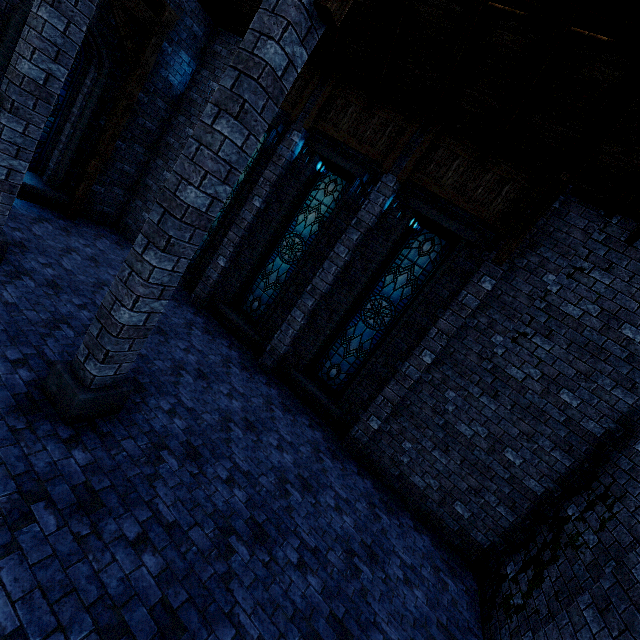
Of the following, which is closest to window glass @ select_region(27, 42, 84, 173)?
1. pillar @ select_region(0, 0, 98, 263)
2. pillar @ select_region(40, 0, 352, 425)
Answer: pillar @ select_region(0, 0, 98, 263)

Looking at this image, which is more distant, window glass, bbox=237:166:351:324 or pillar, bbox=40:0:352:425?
window glass, bbox=237:166:351:324

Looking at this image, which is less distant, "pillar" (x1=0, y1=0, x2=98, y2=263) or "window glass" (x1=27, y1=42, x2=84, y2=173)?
"pillar" (x1=0, y1=0, x2=98, y2=263)

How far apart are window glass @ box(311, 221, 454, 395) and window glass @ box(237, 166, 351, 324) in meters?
1.9 m

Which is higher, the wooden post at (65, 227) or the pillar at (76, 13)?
the pillar at (76, 13)

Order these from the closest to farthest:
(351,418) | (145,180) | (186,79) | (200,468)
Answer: (200,468) → (351,418) → (186,79) → (145,180)

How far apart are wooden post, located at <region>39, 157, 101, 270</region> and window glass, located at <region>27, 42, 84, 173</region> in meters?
0.7

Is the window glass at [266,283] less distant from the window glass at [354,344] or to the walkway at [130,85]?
the window glass at [354,344]
